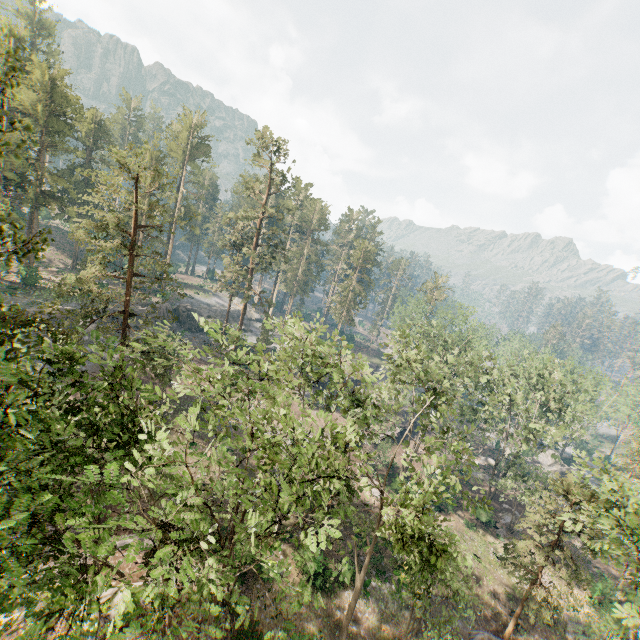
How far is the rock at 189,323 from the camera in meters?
50.3

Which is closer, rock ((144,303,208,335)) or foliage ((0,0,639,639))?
foliage ((0,0,639,639))

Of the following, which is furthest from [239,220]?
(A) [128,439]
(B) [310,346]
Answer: (A) [128,439]

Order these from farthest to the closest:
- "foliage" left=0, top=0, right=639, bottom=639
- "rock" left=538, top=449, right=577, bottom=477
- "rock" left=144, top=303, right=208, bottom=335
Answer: "rock" left=538, top=449, right=577, bottom=477 → "rock" left=144, top=303, right=208, bottom=335 → "foliage" left=0, top=0, right=639, bottom=639

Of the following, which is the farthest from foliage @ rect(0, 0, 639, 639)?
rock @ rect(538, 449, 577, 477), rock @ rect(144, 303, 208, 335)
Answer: rock @ rect(538, 449, 577, 477)

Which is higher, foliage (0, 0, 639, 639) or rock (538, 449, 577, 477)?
foliage (0, 0, 639, 639)

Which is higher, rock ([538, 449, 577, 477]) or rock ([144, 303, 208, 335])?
rock ([144, 303, 208, 335])

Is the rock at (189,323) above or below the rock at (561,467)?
above
